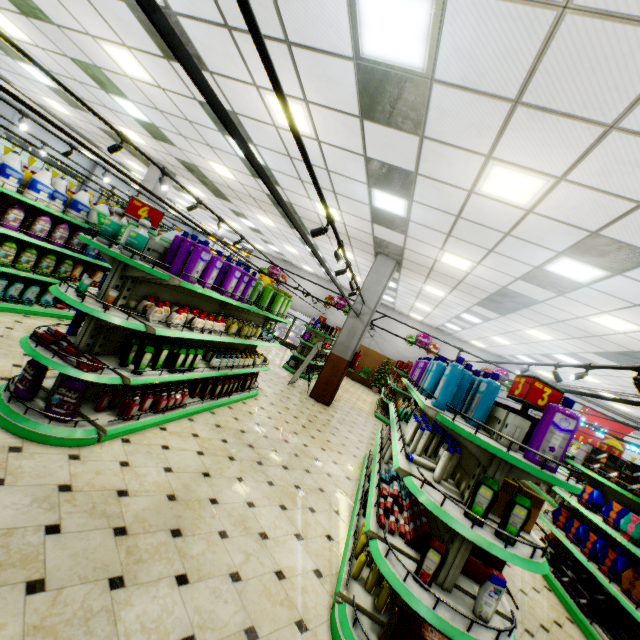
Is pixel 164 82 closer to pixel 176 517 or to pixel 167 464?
pixel 167 464

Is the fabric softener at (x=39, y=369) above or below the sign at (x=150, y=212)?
below

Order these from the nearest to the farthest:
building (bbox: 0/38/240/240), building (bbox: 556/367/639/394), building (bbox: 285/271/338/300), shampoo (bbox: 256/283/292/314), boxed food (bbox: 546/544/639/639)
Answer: boxed food (bbox: 546/544/639/639) → shampoo (bbox: 256/283/292/314) → building (bbox: 0/38/240/240) → building (bbox: 556/367/639/394) → building (bbox: 285/271/338/300)

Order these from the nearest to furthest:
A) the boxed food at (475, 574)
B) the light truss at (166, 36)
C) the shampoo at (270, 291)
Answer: the light truss at (166, 36) → the boxed food at (475, 574) → the shampoo at (270, 291)

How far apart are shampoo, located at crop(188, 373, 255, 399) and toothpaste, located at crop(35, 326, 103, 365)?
2.6 meters

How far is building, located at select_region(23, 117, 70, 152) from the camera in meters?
15.9 m

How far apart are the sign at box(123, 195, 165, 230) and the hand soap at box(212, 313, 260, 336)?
2.3m

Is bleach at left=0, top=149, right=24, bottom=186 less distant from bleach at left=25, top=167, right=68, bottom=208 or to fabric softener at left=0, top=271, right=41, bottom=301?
bleach at left=25, top=167, right=68, bottom=208
